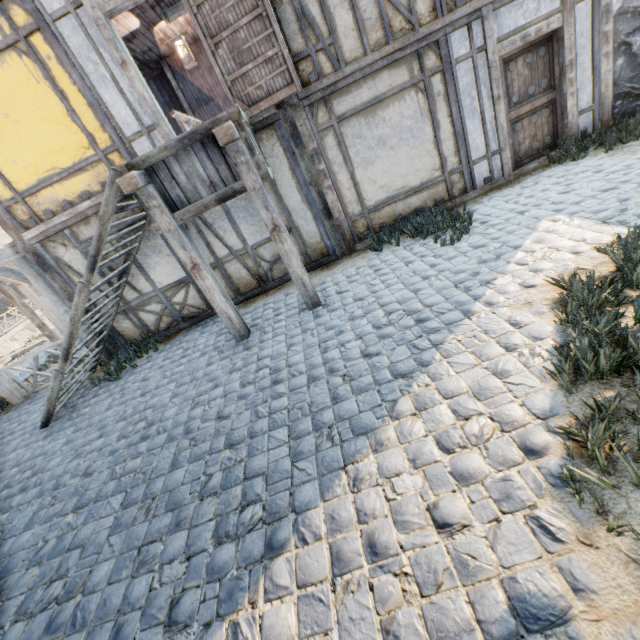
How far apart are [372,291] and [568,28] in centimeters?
587cm

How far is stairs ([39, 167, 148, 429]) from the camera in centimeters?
455cm

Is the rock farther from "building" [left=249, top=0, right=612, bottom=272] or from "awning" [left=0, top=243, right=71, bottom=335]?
"awning" [left=0, top=243, right=71, bottom=335]

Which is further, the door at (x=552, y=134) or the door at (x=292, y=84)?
the door at (x=552, y=134)

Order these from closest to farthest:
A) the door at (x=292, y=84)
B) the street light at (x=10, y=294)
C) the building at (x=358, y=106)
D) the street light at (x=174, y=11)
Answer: the door at (x=292, y=84) < the building at (x=358, y=106) < the street light at (x=174, y=11) < the street light at (x=10, y=294)

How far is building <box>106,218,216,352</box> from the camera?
6.61m

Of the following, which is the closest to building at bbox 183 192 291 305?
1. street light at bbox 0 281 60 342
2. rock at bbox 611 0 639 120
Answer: rock at bbox 611 0 639 120

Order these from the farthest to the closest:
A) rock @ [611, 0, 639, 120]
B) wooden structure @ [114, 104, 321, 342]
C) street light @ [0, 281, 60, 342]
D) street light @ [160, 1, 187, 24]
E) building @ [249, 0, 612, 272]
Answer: street light @ [0, 281, 60, 342] < street light @ [160, 1, 187, 24] < rock @ [611, 0, 639, 120] < building @ [249, 0, 612, 272] < wooden structure @ [114, 104, 321, 342]
